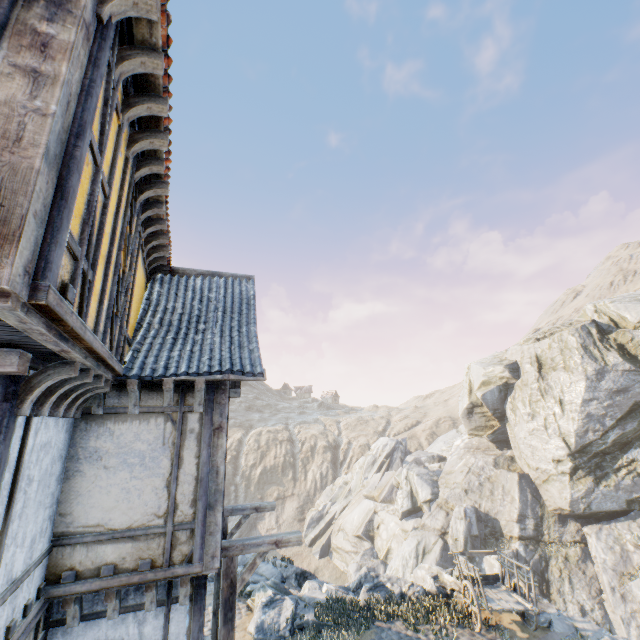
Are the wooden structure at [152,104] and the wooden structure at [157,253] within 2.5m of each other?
no

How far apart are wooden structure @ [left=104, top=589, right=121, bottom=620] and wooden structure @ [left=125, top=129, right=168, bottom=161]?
6.0m

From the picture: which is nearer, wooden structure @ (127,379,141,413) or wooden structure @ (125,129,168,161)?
wooden structure @ (125,129,168,161)

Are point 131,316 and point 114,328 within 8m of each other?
yes

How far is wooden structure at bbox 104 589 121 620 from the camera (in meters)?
4.64

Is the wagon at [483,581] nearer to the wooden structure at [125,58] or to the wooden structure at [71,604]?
the wooden structure at [71,604]

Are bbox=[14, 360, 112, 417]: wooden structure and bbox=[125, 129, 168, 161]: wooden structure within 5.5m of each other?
yes

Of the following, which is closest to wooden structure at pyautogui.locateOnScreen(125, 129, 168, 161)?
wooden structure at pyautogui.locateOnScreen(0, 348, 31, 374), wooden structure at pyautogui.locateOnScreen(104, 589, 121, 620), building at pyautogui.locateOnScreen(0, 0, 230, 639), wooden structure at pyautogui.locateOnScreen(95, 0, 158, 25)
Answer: building at pyautogui.locateOnScreen(0, 0, 230, 639)
